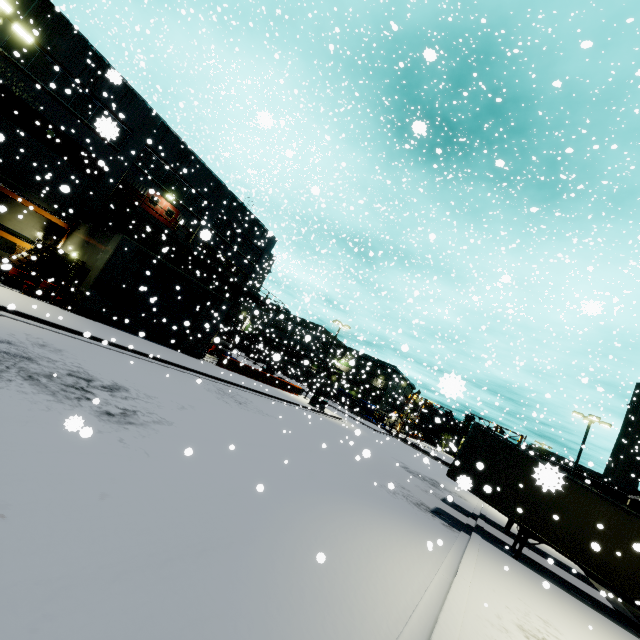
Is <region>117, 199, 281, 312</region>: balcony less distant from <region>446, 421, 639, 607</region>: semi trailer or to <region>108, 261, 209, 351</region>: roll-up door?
<region>446, 421, 639, 607</region>: semi trailer

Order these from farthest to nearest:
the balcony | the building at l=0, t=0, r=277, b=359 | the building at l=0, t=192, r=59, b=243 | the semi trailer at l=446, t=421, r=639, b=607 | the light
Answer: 1. the balcony
2. the building at l=0, t=192, r=59, b=243
3. the building at l=0, t=0, r=277, b=359
4. the light
5. the semi trailer at l=446, t=421, r=639, b=607

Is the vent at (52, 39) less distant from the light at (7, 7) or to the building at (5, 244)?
the building at (5, 244)

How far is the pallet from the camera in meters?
16.7 m

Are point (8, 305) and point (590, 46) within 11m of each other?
no

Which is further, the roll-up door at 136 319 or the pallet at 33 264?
the roll-up door at 136 319

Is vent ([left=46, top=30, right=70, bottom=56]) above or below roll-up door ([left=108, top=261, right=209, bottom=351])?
Result: above

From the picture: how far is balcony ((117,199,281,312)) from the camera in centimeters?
2331cm
